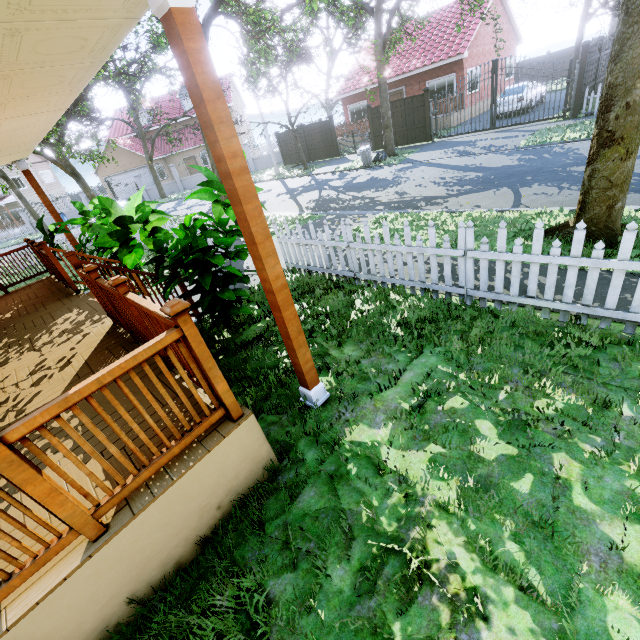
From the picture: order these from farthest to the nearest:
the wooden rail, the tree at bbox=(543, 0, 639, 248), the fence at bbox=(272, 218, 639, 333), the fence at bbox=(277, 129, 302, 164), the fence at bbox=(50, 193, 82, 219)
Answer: the fence at bbox=(50, 193, 82, 219)
the fence at bbox=(277, 129, 302, 164)
the tree at bbox=(543, 0, 639, 248)
the fence at bbox=(272, 218, 639, 333)
the wooden rail

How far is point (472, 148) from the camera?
14.42m

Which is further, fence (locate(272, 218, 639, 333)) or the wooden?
fence (locate(272, 218, 639, 333))

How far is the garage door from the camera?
34.1m

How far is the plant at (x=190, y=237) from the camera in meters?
4.1 m

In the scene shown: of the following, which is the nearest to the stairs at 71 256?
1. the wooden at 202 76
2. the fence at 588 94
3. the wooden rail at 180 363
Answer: the wooden rail at 180 363

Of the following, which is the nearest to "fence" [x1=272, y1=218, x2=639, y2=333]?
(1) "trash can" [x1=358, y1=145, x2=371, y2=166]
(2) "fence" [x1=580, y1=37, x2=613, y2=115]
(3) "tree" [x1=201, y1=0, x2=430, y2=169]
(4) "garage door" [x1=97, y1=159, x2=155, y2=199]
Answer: (2) "fence" [x1=580, y1=37, x2=613, y2=115]

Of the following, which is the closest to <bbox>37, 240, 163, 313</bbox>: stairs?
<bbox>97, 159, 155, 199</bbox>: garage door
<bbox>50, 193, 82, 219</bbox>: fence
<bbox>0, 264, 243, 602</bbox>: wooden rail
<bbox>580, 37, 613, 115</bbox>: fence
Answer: <bbox>0, 264, 243, 602</bbox>: wooden rail
